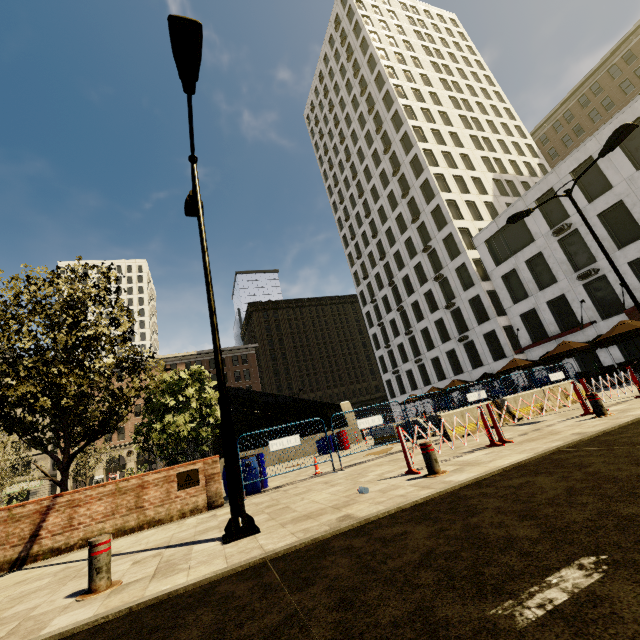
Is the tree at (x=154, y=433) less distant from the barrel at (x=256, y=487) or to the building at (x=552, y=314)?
the building at (x=552, y=314)

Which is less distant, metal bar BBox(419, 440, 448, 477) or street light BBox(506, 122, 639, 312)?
metal bar BBox(419, 440, 448, 477)

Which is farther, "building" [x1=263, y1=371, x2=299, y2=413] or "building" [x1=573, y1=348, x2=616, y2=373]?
"building" [x1=263, y1=371, x2=299, y2=413]

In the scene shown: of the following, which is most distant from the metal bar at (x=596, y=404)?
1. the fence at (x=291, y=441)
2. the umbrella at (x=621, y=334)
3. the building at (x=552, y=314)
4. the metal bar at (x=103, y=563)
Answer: the building at (x=552, y=314)

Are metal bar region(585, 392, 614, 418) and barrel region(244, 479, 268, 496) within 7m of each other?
no

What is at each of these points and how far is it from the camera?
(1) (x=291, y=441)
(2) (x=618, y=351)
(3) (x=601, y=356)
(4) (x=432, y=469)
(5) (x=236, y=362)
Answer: (1) fence, 9.5 meters
(2) building, 22.5 meters
(3) building, 23.5 meters
(4) metal bar, 5.6 meters
(5) building, 59.1 meters

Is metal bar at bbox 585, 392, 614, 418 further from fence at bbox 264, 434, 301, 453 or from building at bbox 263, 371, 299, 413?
building at bbox 263, 371, 299, 413

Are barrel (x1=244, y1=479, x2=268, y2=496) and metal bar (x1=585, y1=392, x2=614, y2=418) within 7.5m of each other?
no
